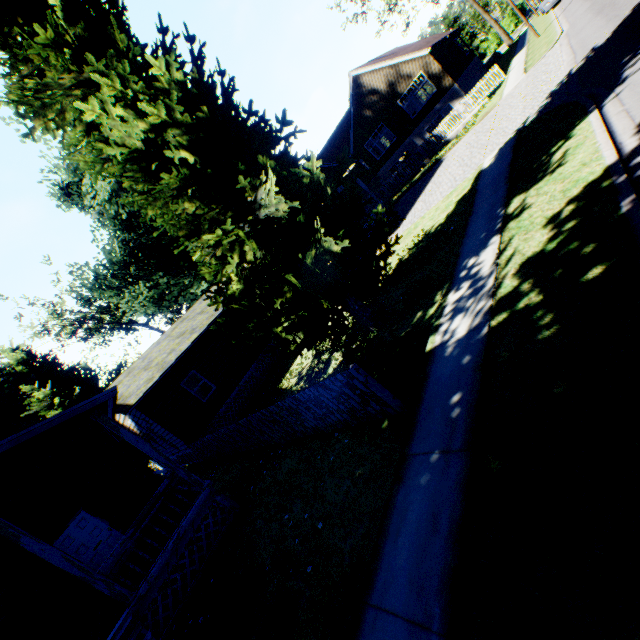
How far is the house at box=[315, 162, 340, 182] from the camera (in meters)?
21.39

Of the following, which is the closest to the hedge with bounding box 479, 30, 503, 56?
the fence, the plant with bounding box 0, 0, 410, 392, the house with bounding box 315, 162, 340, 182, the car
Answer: the car

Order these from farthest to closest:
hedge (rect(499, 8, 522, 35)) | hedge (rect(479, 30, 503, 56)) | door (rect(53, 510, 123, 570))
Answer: hedge (rect(479, 30, 503, 56))
hedge (rect(499, 8, 522, 35))
door (rect(53, 510, 123, 570))

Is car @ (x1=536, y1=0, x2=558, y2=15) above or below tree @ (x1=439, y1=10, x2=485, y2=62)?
below

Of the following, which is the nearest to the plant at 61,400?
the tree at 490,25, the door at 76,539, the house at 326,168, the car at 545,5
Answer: the house at 326,168

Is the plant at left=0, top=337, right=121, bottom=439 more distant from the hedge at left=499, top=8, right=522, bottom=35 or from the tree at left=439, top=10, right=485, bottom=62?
the hedge at left=499, top=8, right=522, bottom=35

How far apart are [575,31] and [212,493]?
24.8m

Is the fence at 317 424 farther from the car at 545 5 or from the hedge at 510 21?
the hedge at 510 21
